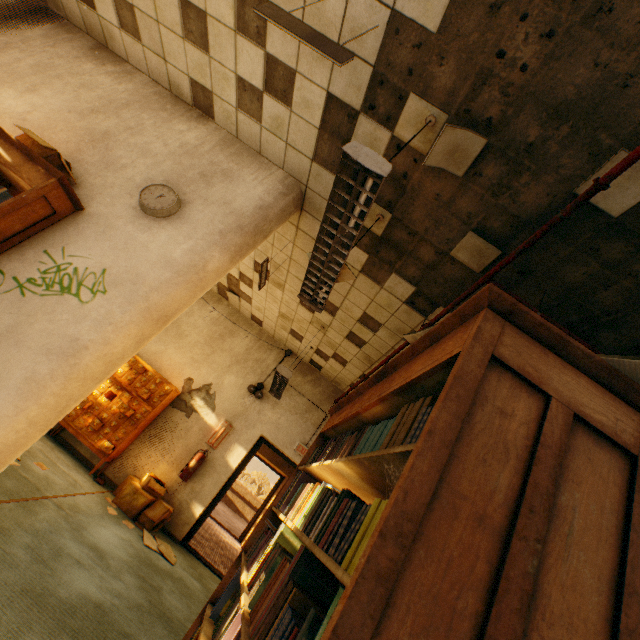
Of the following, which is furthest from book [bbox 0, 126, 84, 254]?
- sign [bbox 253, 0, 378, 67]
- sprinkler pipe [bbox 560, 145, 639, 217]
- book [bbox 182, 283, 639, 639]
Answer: sprinkler pipe [bbox 560, 145, 639, 217]

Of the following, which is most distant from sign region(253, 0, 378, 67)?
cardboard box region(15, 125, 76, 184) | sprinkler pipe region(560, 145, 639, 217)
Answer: cardboard box region(15, 125, 76, 184)

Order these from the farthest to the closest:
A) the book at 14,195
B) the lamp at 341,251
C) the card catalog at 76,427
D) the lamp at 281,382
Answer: the card catalog at 76,427 < the lamp at 281,382 < the book at 14,195 < the lamp at 341,251

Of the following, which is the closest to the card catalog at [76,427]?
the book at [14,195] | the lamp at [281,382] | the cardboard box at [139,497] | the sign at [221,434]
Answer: the cardboard box at [139,497]

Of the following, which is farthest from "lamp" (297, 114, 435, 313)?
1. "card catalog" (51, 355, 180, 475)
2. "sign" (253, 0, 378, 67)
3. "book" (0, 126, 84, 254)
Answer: "card catalog" (51, 355, 180, 475)

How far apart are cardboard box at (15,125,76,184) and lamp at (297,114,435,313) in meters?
2.3 m

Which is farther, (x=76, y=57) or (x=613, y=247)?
(x=76, y=57)

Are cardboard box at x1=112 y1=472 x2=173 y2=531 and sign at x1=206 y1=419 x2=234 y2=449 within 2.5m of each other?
yes
